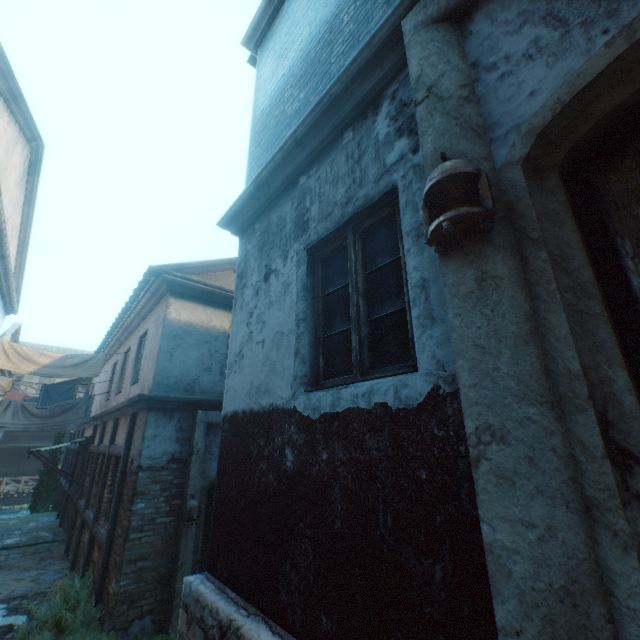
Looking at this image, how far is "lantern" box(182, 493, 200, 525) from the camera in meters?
5.7 m

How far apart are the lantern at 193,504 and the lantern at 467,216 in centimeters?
631cm

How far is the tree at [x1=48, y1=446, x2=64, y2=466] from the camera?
17.8m

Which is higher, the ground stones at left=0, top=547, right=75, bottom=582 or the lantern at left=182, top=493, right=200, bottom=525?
the lantern at left=182, top=493, right=200, bottom=525

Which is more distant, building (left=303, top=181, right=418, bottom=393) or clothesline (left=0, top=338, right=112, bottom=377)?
clothesline (left=0, top=338, right=112, bottom=377)

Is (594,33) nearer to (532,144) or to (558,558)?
(532,144)

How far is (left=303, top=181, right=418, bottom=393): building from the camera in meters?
2.1

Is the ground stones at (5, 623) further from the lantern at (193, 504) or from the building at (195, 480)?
the lantern at (193, 504)
